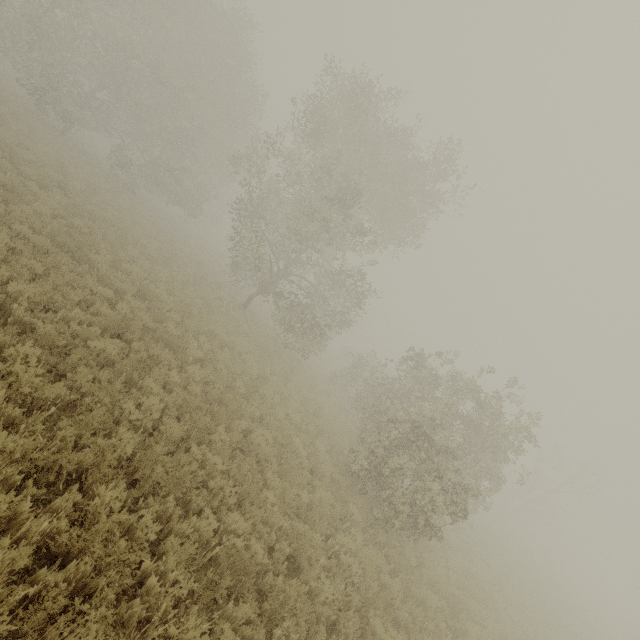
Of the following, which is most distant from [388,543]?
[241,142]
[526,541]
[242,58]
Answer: [241,142]
